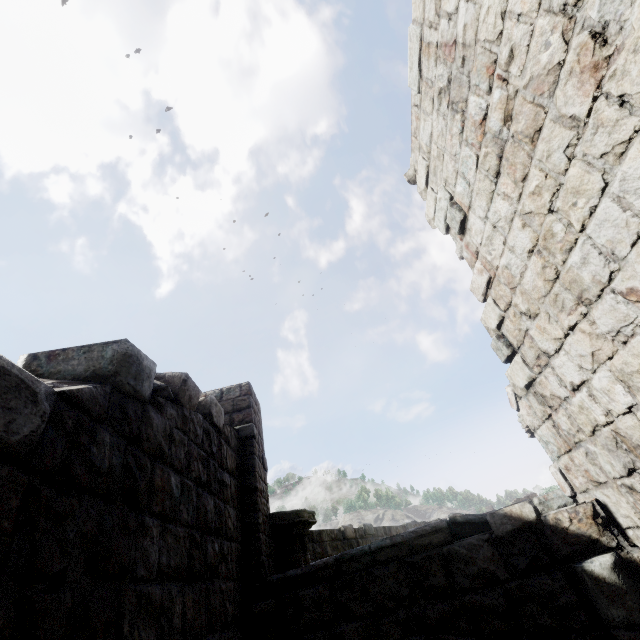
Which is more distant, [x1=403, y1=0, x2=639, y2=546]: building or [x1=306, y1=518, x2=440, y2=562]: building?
[x1=306, y1=518, x2=440, y2=562]: building

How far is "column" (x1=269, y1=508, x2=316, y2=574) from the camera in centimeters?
653cm

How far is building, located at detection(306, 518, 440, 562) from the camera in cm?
945

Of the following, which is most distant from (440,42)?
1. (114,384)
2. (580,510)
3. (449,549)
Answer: (449,549)

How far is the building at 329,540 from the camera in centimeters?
945cm

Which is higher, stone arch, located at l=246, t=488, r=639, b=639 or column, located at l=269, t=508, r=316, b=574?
column, located at l=269, t=508, r=316, b=574

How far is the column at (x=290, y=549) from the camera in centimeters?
653cm

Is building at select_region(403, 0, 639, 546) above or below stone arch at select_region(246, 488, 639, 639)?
above
